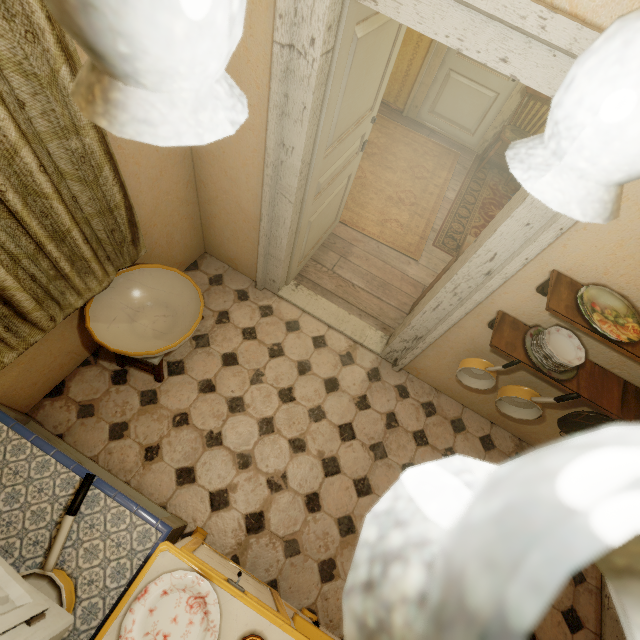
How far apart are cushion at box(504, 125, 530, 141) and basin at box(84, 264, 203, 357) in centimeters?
462cm

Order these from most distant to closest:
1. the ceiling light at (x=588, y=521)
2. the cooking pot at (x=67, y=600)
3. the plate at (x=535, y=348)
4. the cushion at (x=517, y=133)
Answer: the cushion at (x=517, y=133) → the plate at (x=535, y=348) → the cooking pot at (x=67, y=600) → the ceiling light at (x=588, y=521)

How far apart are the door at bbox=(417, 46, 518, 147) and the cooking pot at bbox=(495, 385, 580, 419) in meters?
4.5

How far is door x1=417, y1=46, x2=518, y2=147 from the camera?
4.5m

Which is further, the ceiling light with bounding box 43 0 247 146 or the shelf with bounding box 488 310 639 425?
the shelf with bounding box 488 310 639 425

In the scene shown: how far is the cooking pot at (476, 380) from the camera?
2.0 meters

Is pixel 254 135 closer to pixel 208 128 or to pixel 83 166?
pixel 83 166

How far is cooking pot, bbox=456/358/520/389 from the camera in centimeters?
195cm
